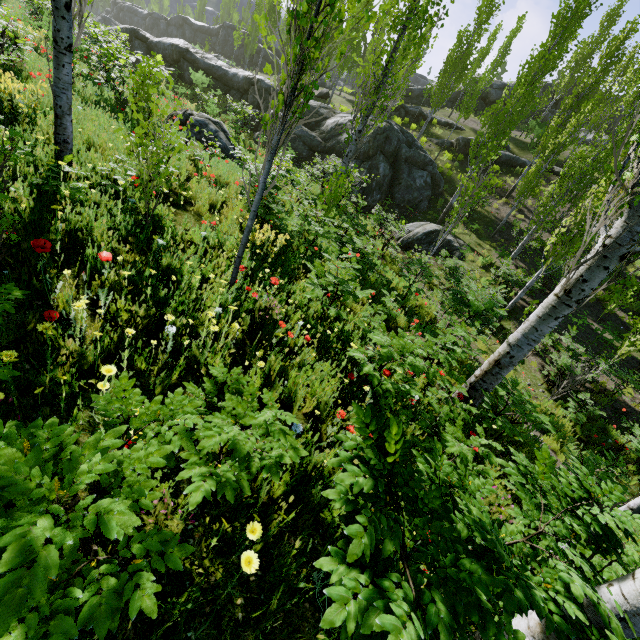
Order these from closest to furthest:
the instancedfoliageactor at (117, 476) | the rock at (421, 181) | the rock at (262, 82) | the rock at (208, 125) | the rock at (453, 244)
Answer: the instancedfoliageactor at (117, 476) → the rock at (208, 125) → the rock at (453, 244) → the rock at (421, 181) → the rock at (262, 82)

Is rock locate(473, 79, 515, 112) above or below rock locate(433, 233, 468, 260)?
above

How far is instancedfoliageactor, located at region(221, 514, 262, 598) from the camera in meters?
1.5

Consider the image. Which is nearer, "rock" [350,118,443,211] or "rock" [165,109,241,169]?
"rock" [165,109,241,169]

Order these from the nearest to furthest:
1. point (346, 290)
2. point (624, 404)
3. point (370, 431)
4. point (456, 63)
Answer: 1. point (370, 431)
2. point (346, 290)
3. point (624, 404)
4. point (456, 63)

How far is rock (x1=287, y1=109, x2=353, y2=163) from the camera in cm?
2152

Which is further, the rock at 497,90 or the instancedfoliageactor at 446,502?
the rock at 497,90

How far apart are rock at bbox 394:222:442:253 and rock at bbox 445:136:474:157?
11.95m
